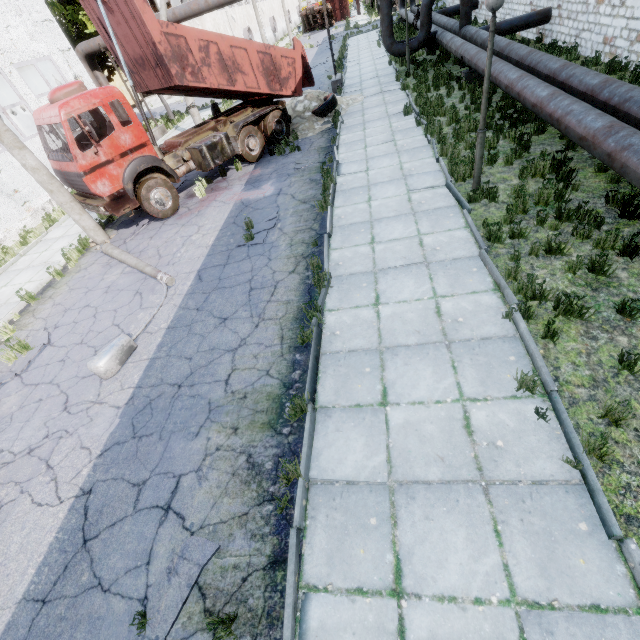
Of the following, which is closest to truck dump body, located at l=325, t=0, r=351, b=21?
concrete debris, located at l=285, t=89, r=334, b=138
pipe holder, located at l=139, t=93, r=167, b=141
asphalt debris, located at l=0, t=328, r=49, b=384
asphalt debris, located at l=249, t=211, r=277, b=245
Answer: pipe holder, located at l=139, t=93, r=167, b=141

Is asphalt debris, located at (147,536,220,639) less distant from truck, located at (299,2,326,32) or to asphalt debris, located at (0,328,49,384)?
asphalt debris, located at (0,328,49,384)

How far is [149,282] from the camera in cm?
836

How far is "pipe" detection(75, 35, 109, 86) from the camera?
17.55m

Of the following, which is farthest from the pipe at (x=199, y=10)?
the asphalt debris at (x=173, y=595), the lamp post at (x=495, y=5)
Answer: the asphalt debris at (x=173, y=595)

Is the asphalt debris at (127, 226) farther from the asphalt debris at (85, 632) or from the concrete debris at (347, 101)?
the asphalt debris at (85, 632)

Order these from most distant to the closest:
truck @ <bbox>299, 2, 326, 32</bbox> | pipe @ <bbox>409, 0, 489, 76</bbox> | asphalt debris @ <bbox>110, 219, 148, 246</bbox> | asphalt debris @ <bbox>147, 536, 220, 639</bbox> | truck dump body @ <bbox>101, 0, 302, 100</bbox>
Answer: truck @ <bbox>299, 2, 326, 32</bbox>, pipe @ <bbox>409, 0, 489, 76</bbox>, asphalt debris @ <bbox>110, 219, 148, 246</bbox>, truck dump body @ <bbox>101, 0, 302, 100</bbox>, asphalt debris @ <bbox>147, 536, 220, 639</bbox>

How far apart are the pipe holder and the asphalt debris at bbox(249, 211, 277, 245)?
17.0 meters
